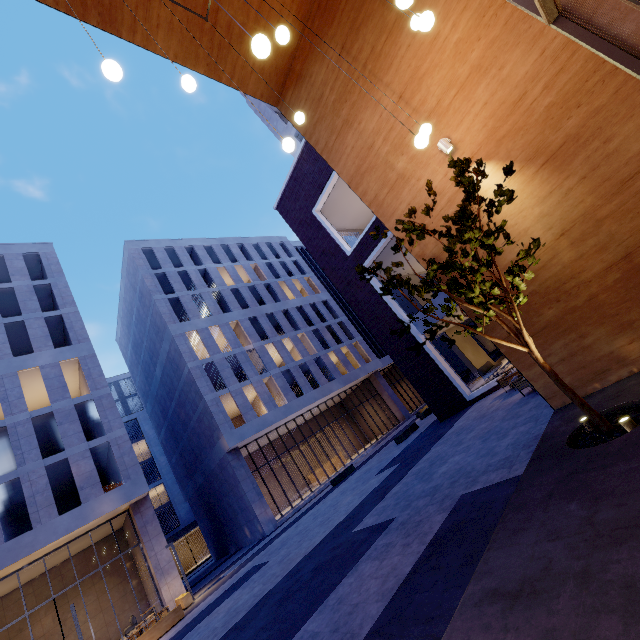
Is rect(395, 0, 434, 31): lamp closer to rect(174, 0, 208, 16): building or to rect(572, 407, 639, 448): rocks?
rect(174, 0, 208, 16): building

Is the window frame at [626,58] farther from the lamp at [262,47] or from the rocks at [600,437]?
the rocks at [600,437]

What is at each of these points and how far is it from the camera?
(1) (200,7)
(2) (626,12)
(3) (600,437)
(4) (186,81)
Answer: (1) building, 6.7 meters
(2) building, 4.1 meters
(3) rocks, 3.9 meters
(4) lamp, 4.2 meters

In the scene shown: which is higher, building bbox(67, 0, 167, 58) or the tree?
building bbox(67, 0, 167, 58)

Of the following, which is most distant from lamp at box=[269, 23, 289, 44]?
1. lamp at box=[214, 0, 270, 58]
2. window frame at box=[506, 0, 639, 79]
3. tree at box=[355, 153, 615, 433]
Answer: tree at box=[355, 153, 615, 433]

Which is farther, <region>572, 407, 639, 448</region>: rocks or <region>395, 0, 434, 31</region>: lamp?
<region>572, 407, 639, 448</region>: rocks

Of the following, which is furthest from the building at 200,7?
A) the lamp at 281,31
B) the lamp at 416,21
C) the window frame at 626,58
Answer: the lamp at 281,31

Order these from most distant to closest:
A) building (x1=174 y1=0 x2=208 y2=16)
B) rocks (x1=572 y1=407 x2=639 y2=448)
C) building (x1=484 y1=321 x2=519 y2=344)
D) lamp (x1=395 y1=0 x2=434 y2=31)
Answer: building (x1=174 y1=0 x2=208 y2=16), building (x1=484 y1=321 x2=519 y2=344), rocks (x1=572 y1=407 x2=639 y2=448), lamp (x1=395 y1=0 x2=434 y2=31)
